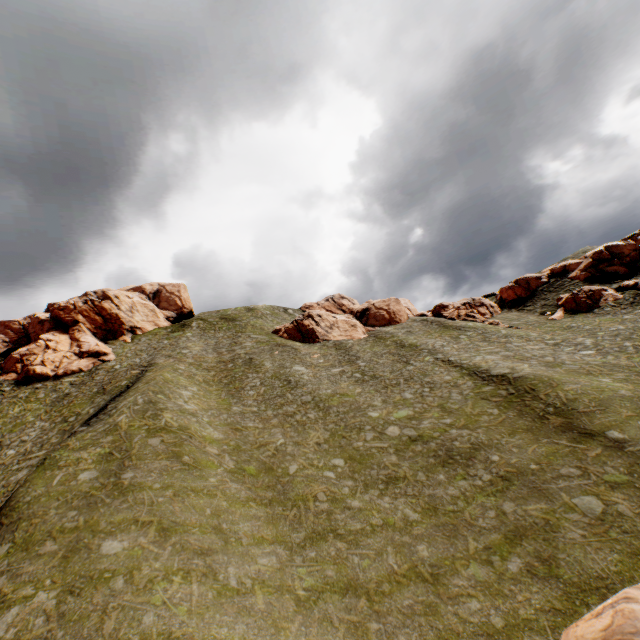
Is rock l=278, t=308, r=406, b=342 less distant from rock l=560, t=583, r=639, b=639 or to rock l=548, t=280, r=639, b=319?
rock l=548, t=280, r=639, b=319

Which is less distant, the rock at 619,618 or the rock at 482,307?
the rock at 619,618

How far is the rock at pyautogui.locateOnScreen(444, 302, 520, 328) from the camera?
49.9 meters

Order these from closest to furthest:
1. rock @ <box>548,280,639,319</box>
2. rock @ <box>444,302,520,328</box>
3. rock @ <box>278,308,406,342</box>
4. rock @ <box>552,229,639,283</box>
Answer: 1. rock @ <box>548,280,639,319</box>
2. rock @ <box>444,302,520,328</box>
3. rock @ <box>552,229,639,283</box>
4. rock @ <box>278,308,406,342</box>

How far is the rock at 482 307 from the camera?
49.89m

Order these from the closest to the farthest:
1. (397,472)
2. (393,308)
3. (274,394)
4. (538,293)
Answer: (397,472), (274,394), (538,293), (393,308)

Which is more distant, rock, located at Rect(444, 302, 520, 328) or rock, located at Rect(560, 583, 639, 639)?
rock, located at Rect(444, 302, 520, 328)
